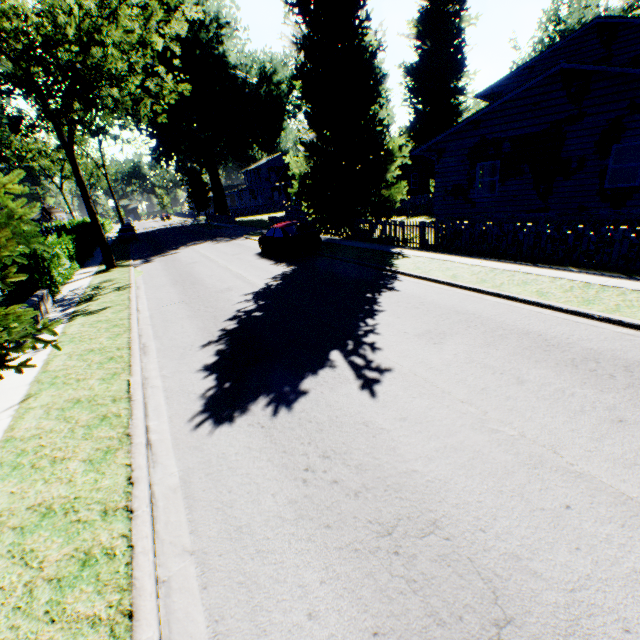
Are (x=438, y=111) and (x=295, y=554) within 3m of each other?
no

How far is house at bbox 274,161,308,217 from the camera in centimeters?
3659cm

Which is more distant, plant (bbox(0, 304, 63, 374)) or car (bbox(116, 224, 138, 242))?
car (bbox(116, 224, 138, 242))

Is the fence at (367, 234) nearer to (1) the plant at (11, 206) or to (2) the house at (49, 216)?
(1) the plant at (11, 206)

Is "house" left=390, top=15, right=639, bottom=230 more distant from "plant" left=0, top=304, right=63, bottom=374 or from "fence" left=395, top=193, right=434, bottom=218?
"fence" left=395, top=193, right=434, bottom=218

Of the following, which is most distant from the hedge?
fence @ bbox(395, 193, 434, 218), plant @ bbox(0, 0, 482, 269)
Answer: fence @ bbox(395, 193, 434, 218)

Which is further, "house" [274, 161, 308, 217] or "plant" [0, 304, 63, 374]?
"house" [274, 161, 308, 217]
